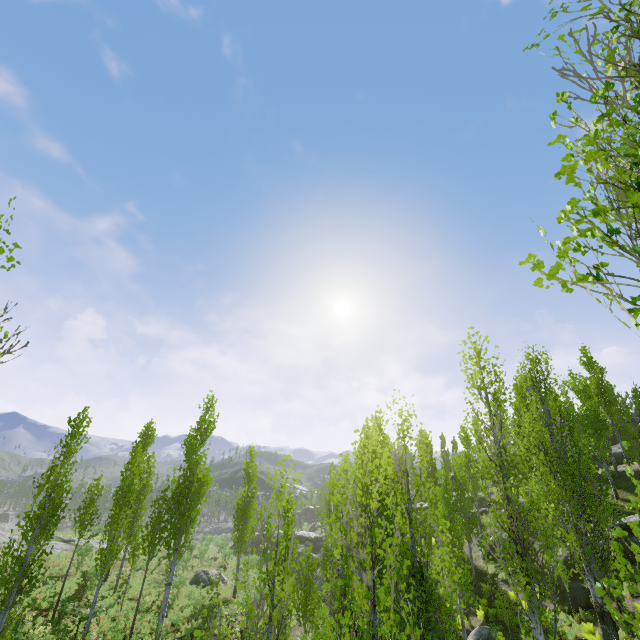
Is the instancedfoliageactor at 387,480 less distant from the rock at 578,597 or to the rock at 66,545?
the rock at 66,545

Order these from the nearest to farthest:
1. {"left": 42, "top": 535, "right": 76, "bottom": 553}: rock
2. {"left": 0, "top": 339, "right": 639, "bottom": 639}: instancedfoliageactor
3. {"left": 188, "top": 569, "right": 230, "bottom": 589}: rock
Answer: {"left": 0, "top": 339, "right": 639, "bottom": 639}: instancedfoliageactor → {"left": 188, "top": 569, "right": 230, "bottom": 589}: rock → {"left": 42, "top": 535, "right": 76, "bottom": 553}: rock

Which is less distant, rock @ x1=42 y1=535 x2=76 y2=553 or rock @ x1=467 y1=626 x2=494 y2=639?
rock @ x1=467 y1=626 x2=494 y2=639

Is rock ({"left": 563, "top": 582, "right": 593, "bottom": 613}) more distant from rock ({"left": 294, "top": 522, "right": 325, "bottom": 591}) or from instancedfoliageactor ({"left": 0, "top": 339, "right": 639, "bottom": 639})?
rock ({"left": 294, "top": 522, "right": 325, "bottom": 591})

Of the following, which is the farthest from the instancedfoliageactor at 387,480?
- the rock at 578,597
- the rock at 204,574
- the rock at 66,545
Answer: the rock at 578,597

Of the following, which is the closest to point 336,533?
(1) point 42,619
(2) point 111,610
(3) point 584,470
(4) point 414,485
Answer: (3) point 584,470

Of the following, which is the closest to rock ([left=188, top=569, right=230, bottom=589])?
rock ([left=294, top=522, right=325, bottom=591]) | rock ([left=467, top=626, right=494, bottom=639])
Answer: rock ([left=294, top=522, right=325, bottom=591])

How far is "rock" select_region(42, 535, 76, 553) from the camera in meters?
30.3 m
